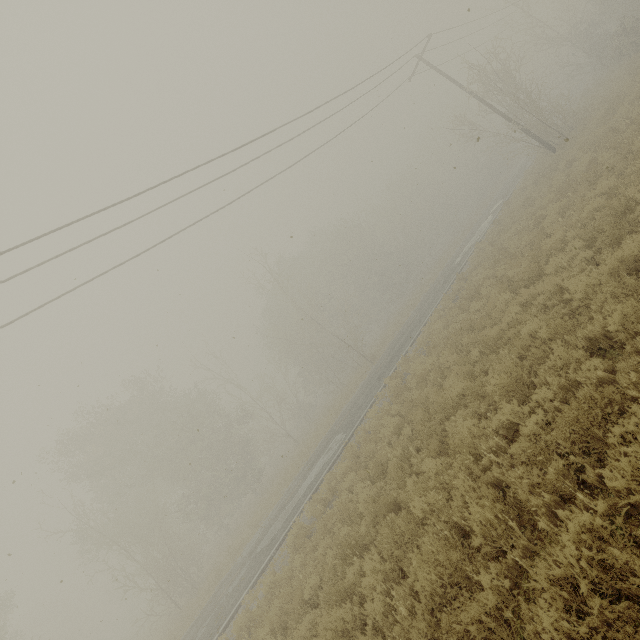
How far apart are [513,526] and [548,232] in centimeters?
1051cm

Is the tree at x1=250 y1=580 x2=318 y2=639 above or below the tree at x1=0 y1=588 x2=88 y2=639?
below

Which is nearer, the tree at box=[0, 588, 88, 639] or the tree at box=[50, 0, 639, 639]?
the tree at box=[50, 0, 639, 639]

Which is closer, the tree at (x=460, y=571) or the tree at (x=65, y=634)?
the tree at (x=460, y=571)
